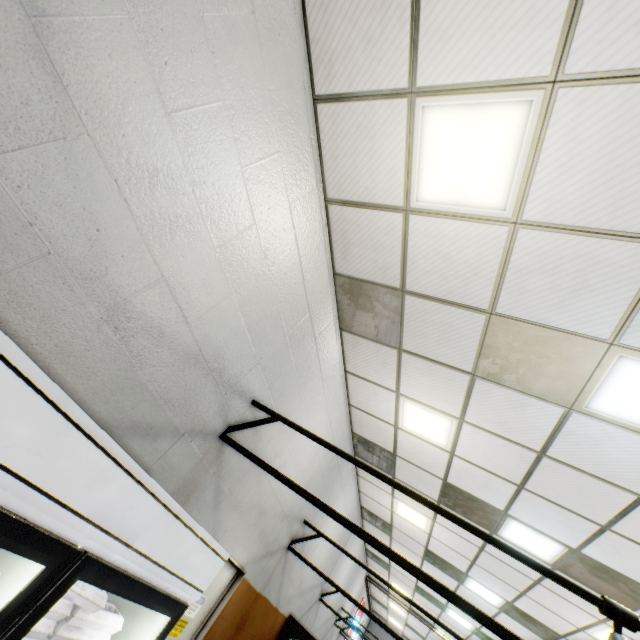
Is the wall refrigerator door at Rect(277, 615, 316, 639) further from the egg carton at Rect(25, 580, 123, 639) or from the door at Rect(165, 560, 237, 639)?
the egg carton at Rect(25, 580, 123, 639)

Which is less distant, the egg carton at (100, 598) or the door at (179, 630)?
the egg carton at (100, 598)

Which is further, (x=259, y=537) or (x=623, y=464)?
(x=259, y=537)

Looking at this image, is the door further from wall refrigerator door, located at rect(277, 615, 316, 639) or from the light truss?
wall refrigerator door, located at rect(277, 615, 316, 639)

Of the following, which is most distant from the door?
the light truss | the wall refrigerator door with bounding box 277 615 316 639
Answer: the wall refrigerator door with bounding box 277 615 316 639

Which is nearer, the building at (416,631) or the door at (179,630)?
the door at (179,630)

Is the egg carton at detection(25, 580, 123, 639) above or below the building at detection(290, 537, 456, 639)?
below

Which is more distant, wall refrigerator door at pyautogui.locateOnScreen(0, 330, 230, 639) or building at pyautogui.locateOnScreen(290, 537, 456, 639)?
building at pyautogui.locateOnScreen(290, 537, 456, 639)
